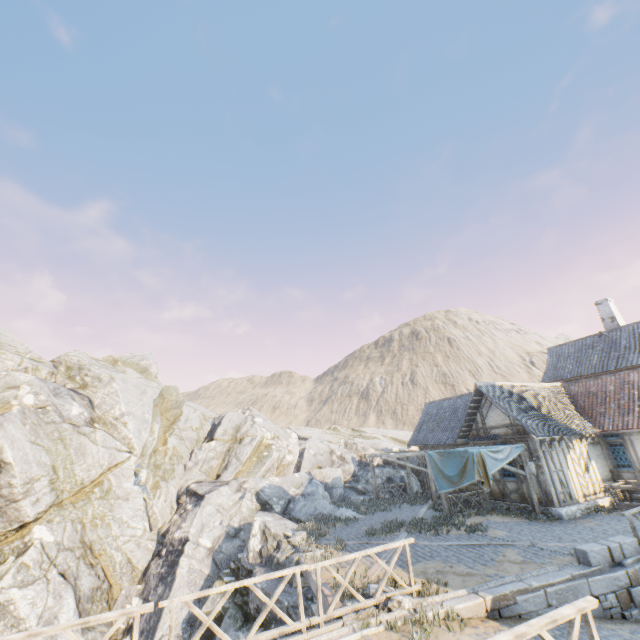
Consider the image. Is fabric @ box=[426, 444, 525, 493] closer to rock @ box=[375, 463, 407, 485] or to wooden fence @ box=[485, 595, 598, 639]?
rock @ box=[375, 463, 407, 485]

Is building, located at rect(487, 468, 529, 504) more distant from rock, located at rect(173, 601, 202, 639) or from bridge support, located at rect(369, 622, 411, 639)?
bridge support, located at rect(369, 622, 411, 639)

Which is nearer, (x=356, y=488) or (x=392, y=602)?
(x=392, y=602)

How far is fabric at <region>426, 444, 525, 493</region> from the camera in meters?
14.1

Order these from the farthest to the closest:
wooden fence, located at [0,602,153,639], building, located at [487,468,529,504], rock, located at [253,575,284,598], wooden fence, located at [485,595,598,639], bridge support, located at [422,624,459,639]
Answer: building, located at [487,468,529,504] → rock, located at [253,575,284,598] → bridge support, located at [422,624,459,639] → wooden fence, located at [0,602,153,639] → wooden fence, located at [485,595,598,639]

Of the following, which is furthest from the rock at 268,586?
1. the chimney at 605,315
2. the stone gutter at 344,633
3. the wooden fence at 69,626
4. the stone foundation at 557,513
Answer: the chimney at 605,315

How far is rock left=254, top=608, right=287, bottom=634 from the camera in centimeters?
1117cm

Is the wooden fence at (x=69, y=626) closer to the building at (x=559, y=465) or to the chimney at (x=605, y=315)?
the building at (x=559, y=465)
